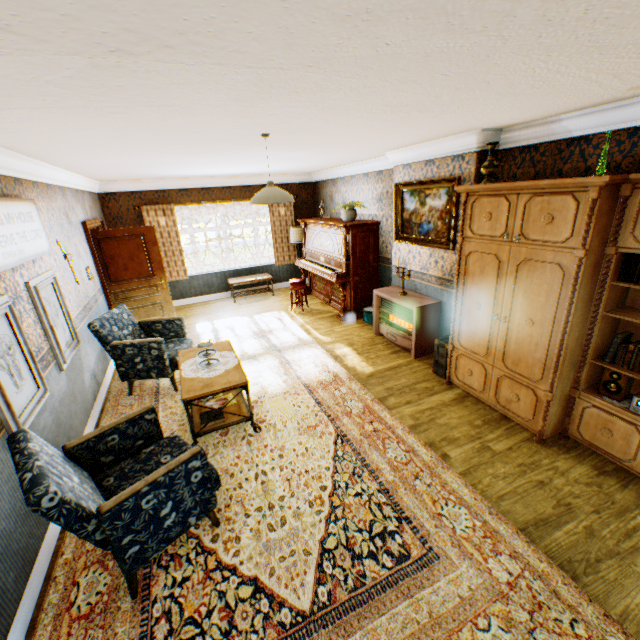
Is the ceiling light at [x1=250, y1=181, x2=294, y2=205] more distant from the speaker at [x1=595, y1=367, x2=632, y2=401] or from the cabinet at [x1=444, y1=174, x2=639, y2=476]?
the speaker at [x1=595, y1=367, x2=632, y2=401]

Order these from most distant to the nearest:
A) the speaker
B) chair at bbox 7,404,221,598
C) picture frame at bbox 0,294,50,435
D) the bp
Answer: the bp → the speaker → picture frame at bbox 0,294,50,435 → chair at bbox 7,404,221,598

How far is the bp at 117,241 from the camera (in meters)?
6.09

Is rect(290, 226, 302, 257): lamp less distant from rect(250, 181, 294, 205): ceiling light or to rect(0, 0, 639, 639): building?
rect(0, 0, 639, 639): building

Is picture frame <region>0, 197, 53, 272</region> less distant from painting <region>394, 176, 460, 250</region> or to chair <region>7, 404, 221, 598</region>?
chair <region>7, 404, 221, 598</region>

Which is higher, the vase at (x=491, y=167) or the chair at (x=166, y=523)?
the vase at (x=491, y=167)

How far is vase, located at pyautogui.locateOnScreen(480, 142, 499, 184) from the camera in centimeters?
335cm

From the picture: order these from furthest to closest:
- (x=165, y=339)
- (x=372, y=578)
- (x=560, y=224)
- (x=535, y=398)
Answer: (x=165, y=339), (x=535, y=398), (x=560, y=224), (x=372, y=578)
